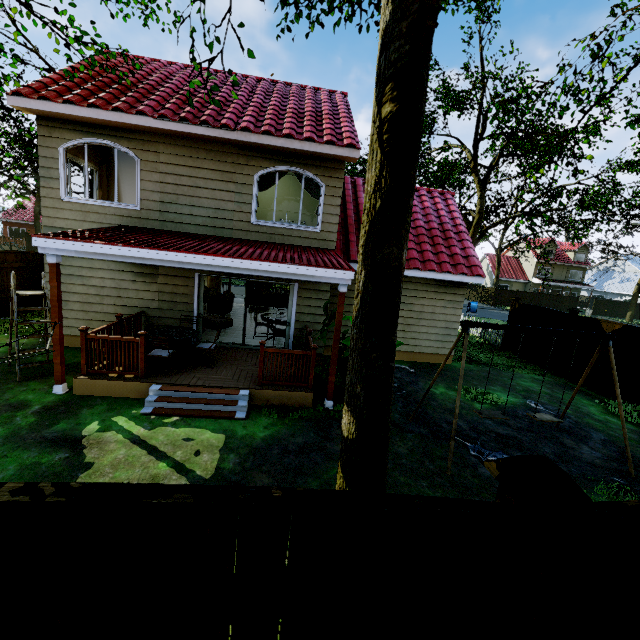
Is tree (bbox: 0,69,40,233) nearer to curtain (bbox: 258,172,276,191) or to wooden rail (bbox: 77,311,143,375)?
curtain (bbox: 258,172,276,191)

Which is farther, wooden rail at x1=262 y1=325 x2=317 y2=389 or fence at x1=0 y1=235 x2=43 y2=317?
fence at x1=0 y1=235 x2=43 y2=317

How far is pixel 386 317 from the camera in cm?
254

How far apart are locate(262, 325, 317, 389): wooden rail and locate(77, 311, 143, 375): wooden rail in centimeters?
261cm

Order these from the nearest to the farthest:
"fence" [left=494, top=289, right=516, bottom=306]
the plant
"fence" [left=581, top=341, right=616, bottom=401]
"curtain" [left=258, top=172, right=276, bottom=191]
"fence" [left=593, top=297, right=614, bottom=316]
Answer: the plant < "curtain" [left=258, top=172, right=276, bottom=191] < "fence" [left=581, top=341, right=616, bottom=401] < "fence" [left=494, top=289, right=516, bottom=306] < "fence" [left=593, top=297, right=614, bottom=316]

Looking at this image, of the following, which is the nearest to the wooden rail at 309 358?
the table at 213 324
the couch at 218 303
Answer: the table at 213 324

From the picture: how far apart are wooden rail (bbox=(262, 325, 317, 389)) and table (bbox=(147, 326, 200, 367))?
2.0m

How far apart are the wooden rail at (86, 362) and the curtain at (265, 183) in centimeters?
435cm
